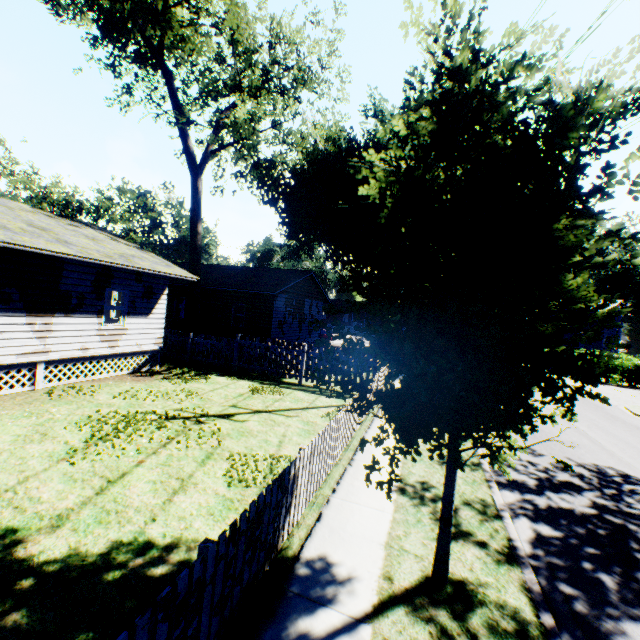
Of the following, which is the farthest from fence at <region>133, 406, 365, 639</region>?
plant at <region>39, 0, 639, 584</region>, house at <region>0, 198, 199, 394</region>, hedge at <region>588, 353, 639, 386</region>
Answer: hedge at <region>588, 353, 639, 386</region>

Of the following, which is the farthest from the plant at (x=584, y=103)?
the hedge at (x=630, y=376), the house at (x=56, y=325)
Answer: the hedge at (x=630, y=376)

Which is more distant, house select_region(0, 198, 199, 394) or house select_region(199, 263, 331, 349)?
house select_region(199, 263, 331, 349)

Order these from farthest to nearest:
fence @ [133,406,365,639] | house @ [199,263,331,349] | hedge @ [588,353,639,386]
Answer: hedge @ [588,353,639,386] < house @ [199,263,331,349] < fence @ [133,406,365,639]

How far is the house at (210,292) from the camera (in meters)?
21.23

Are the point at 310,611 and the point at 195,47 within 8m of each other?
no

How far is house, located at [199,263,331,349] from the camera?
21.2 meters

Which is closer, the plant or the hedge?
the plant
